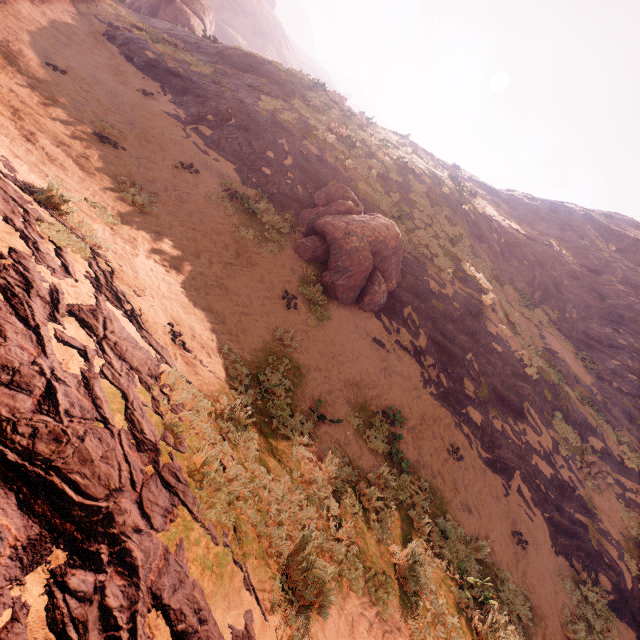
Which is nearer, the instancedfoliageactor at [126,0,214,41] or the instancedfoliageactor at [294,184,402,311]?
the instancedfoliageactor at [294,184,402,311]

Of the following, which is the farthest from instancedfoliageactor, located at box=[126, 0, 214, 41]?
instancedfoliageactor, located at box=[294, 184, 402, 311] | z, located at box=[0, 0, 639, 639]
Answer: instancedfoliageactor, located at box=[294, 184, 402, 311]

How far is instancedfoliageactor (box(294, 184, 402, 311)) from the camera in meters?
11.0 m

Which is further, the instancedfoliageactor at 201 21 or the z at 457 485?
the instancedfoliageactor at 201 21

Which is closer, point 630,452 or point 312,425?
point 312,425

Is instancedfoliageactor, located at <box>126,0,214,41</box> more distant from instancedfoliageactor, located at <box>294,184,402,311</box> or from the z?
instancedfoliageactor, located at <box>294,184,402,311</box>

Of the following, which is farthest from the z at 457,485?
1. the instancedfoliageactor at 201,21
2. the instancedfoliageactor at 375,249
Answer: the instancedfoliageactor at 201,21
